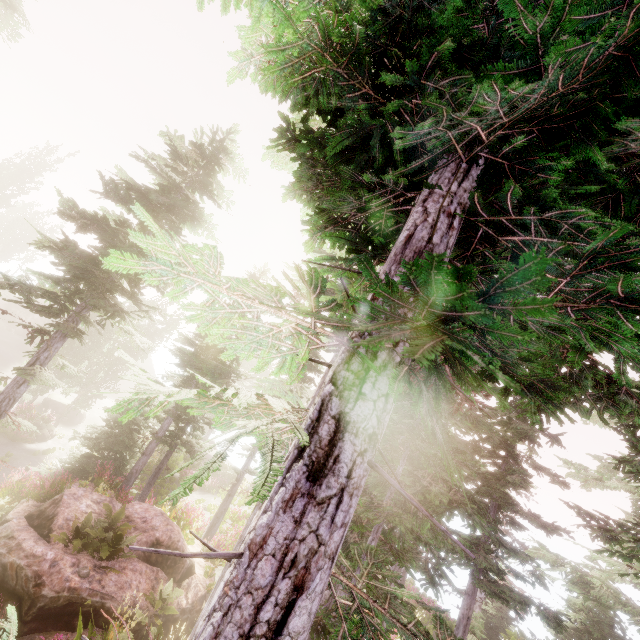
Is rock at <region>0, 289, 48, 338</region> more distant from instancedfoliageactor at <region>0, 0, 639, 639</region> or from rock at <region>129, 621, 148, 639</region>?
rock at <region>129, 621, 148, 639</region>

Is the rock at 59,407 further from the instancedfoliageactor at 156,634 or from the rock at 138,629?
the rock at 138,629

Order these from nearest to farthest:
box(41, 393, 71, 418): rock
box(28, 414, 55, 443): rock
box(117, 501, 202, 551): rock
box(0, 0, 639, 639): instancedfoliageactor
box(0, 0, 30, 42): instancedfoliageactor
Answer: box(0, 0, 639, 639): instancedfoliageactor → box(117, 501, 202, 551): rock → box(0, 0, 30, 42): instancedfoliageactor → box(28, 414, 55, 443): rock → box(41, 393, 71, 418): rock

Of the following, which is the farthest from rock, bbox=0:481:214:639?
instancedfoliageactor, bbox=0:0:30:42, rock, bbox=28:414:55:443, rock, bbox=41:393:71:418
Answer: rock, bbox=41:393:71:418

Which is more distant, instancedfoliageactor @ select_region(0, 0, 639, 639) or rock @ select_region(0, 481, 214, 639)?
rock @ select_region(0, 481, 214, 639)

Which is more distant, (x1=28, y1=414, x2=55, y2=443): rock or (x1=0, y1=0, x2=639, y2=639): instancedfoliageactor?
(x1=28, y1=414, x2=55, y2=443): rock

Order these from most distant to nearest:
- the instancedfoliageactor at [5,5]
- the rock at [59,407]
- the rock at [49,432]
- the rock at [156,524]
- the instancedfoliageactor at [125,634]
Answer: the rock at [59,407], the rock at [49,432], the instancedfoliageactor at [5,5], the rock at [156,524], the instancedfoliageactor at [125,634]

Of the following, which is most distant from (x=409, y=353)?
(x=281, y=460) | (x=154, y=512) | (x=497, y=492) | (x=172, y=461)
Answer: (x=172, y=461)
